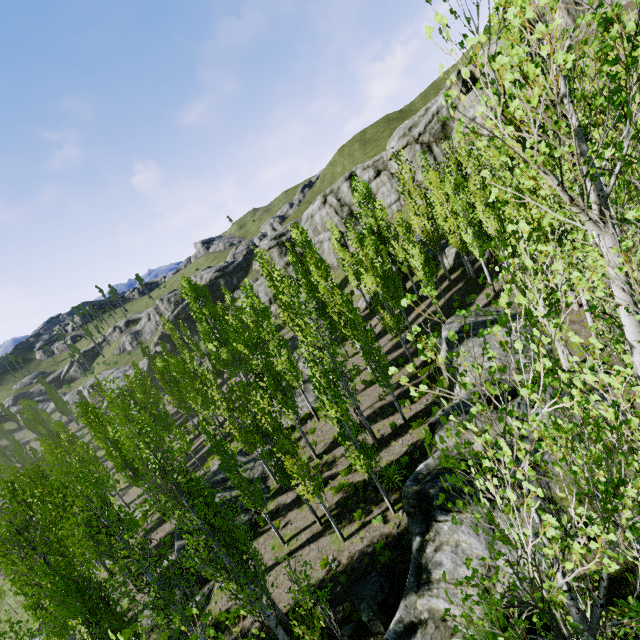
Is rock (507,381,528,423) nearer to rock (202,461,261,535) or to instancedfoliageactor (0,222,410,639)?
instancedfoliageactor (0,222,410,639)

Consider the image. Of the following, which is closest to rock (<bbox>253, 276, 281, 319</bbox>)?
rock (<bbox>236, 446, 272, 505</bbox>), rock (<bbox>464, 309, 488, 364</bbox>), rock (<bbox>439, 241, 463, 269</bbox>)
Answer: rock (<bbox>439, 241, 463, 269</bbox>)

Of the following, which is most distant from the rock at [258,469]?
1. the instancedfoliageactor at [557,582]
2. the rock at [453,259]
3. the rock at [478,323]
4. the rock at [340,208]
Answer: the rock at [340,208]

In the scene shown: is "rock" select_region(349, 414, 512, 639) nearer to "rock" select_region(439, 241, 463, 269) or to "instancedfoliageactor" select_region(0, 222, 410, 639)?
"instancedfoliageactor" select_region(0, 222, 410, 639)

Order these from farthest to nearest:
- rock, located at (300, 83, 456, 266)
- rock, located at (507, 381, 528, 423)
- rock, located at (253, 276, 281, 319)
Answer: rock, located at (253, 276, 281, 319)
rock, located at (300, 83, 456, 266)
rock, located at (507, 381, 528, 423)

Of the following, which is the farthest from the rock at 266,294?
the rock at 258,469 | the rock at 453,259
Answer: the rock at 258,469

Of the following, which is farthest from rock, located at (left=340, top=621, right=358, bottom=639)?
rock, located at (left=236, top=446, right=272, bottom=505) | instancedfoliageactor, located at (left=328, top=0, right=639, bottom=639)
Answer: rock, located at (left=236, top=446, right=272, bottom=505)

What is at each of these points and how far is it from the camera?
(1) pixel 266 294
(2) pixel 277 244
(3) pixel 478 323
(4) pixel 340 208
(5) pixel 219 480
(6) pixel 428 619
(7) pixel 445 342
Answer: (1) rock, 53.47m
(2) rock, 58.38m
(3) rock, 18.16m
(4) rock, 51.38m
(5) rock, 22.70m
(6) rock, 8.85m
(7) rock, 18.28m
